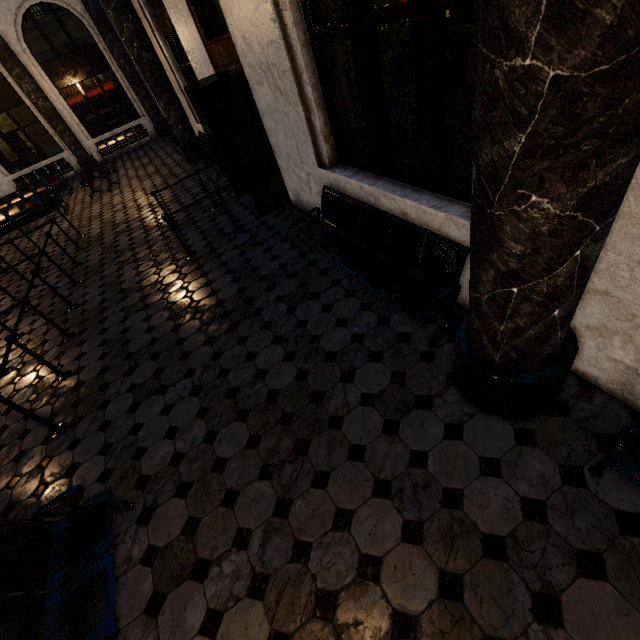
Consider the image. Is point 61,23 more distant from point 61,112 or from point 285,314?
point 285,314

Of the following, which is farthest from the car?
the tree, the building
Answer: the building

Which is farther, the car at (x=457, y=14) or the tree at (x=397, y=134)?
the car at (x=457, y=14)

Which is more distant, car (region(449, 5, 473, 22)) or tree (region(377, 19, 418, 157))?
car (region(449, 5, 473, 22))

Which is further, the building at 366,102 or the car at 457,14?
the car at 457,14

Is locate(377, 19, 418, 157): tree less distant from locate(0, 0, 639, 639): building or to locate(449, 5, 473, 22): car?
locate(0, 0, 639, 639): building

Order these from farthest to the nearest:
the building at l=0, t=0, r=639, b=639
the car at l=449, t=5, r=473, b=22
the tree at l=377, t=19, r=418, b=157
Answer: the car at l=449, t=5, r=473, b=22
the tree at l=377, t=19, r=418, b=157
the building at l=0, t=0, r=639, b=639
